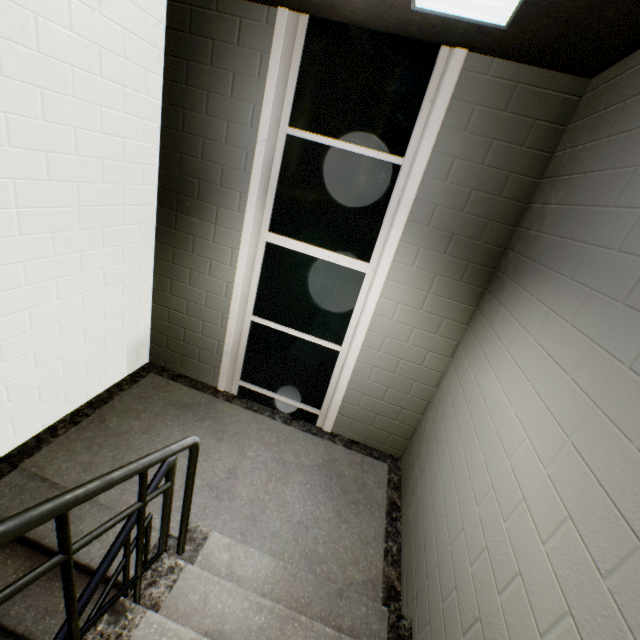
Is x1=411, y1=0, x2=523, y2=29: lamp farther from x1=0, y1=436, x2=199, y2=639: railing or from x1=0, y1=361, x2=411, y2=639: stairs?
x1=0, y1=436, x2=199, y2=639: railing

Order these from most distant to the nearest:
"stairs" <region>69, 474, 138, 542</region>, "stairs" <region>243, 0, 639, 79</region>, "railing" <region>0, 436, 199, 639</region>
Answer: "stairs" <region>69, 474, 138, 542</region>
"stairs" <region>243, 0, 639, 79</region>
"railing" <region>0, 436, 199, 639</region>

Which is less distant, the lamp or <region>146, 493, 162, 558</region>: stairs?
the lamp

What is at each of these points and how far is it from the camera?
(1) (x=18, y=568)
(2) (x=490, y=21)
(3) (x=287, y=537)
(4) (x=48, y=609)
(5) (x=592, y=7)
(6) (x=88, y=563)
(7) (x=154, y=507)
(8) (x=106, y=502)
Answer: (1) stairs, 1.9m
(2) lamp, 1.6m
(3) stairs, 2.3m
(4) stairs, 1.8m
(5) stairs, 1.4m
(6) stairs, 1.9m
(7) stairs, 2.3m
(8) stairs, 2.2m

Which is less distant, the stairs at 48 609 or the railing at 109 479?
the railing at 109 479

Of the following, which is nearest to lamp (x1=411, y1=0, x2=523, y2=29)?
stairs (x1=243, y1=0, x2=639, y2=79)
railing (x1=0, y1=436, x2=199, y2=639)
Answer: stairs (x1=243, y1=0, x2=639, y2=79)

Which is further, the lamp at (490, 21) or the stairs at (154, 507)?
the stairs at (154, 507)
